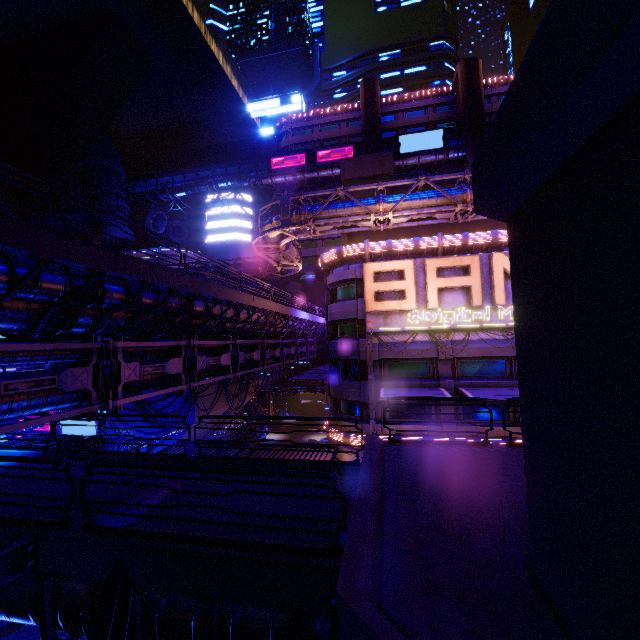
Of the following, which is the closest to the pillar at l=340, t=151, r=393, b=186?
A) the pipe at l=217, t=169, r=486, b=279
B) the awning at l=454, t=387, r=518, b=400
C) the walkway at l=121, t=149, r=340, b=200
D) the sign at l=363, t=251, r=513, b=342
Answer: the pipe at l=217, t=169, r=486, b=279

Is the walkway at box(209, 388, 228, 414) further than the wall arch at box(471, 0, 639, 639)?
Yes

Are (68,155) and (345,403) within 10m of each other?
no

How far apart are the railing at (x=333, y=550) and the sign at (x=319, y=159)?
53.2 meters

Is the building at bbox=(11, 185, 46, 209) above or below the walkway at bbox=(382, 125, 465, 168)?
below

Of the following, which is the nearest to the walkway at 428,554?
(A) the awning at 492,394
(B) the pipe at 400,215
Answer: (B) the pipe at 400,215

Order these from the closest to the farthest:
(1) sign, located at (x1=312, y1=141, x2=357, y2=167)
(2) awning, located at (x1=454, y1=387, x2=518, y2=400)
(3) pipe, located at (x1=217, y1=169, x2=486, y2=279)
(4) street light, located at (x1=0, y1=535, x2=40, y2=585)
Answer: (4) street light, located at (x1=0, y1=535, x2=40, y2=585)
(2) awning, located at (x1=454, y1=387, x2=518, y2=400)
(3) pipe, located at (x1=217, y1=169, x2=486, y2=279)
(1) sign, located at (x1=312, y1=141, x2=357, y2=167)

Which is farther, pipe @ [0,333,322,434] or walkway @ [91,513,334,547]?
pipe @ [0,333,322,434]
